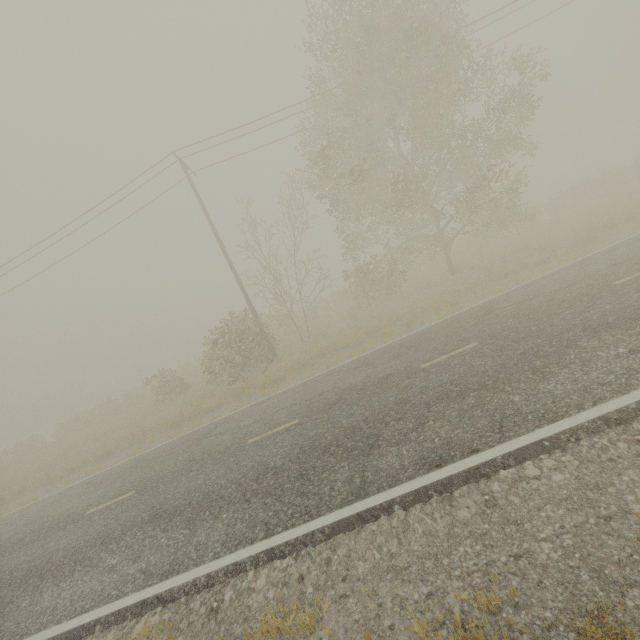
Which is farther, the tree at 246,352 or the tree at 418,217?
the tree at 246,352

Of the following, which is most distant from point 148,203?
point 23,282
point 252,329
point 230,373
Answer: point 230,373

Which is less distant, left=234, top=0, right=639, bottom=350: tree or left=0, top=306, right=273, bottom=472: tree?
left=234, top=0, right=639, bottom=350: tree
